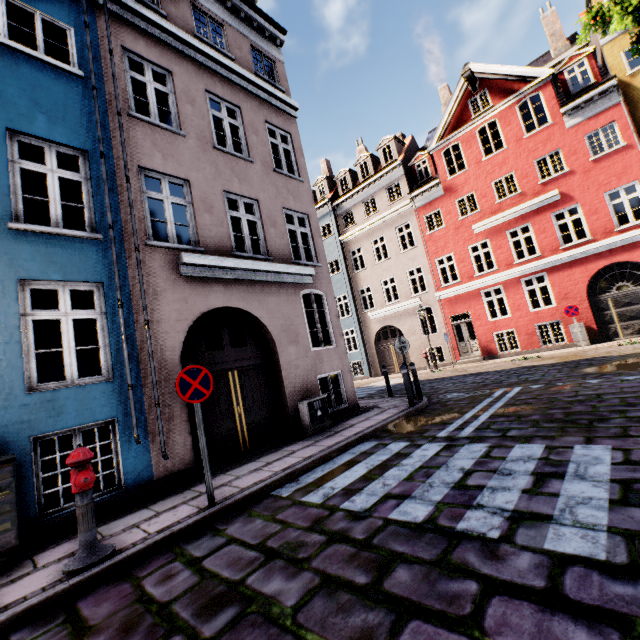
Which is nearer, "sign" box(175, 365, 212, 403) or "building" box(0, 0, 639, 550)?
"sign" box(175, 365, 212, 403)

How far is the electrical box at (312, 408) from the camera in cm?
775

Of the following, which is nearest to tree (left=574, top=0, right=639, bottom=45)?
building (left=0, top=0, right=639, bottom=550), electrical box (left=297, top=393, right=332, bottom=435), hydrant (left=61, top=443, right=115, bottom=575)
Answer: building (left=0, top=0, right=639, bottom=550)

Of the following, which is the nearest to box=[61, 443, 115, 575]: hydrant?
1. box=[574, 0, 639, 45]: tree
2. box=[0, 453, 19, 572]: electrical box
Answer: box=[0, 453, 19, 572]: electrical box

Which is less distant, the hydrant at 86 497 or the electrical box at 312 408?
the hydrant at 86 497

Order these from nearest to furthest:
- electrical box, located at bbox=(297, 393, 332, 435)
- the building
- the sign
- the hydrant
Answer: the hydrant < the sign < the building < electrical box, located at bbox=(297, 393, 332, 435)

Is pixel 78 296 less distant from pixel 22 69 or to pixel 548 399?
pixel 22 69

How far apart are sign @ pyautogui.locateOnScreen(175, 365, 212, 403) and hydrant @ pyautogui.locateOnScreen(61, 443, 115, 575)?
1.1m
